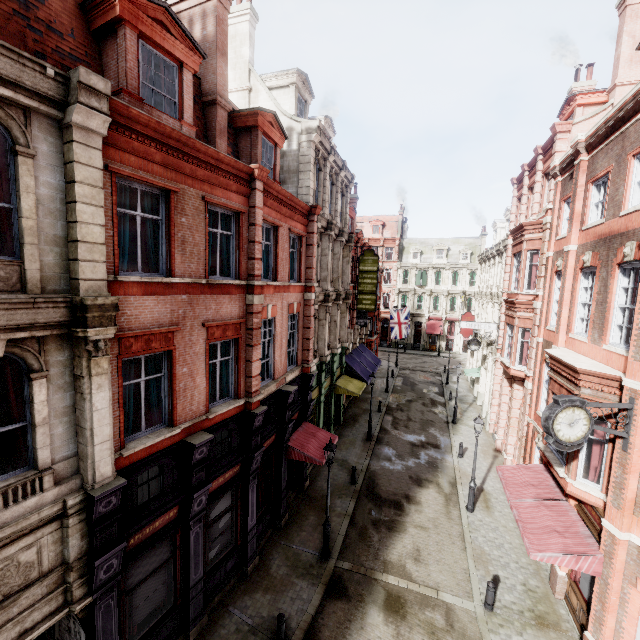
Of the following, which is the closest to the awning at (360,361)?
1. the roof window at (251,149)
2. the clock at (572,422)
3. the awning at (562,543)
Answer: the awning at (562,543)

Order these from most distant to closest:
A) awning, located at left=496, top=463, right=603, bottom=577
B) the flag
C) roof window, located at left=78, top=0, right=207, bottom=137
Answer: the flag, awning, located at left=496, top=463, right=603, bottom=577, roof window, located at left=78, top=0, right=207, bottom=137

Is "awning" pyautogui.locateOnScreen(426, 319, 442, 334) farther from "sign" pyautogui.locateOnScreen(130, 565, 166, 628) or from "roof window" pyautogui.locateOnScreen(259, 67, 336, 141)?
"sign" pyautogui.locateOnScreen(130, 565, 166, 628)

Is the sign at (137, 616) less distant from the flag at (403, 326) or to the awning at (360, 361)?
the awning at (360, 361)

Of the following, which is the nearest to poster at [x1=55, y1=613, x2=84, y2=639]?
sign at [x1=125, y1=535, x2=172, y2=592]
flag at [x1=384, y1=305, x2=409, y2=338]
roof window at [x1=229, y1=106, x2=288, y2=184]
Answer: sign at [x1=125, y1=535, x2=172, y2=592]

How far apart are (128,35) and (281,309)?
9.0 meters

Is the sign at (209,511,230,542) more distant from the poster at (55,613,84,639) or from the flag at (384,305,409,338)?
the flag at (384,305,409,338)

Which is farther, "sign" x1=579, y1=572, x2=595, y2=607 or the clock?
"sign" x1=579, y1=572, x2=595, y2=607
